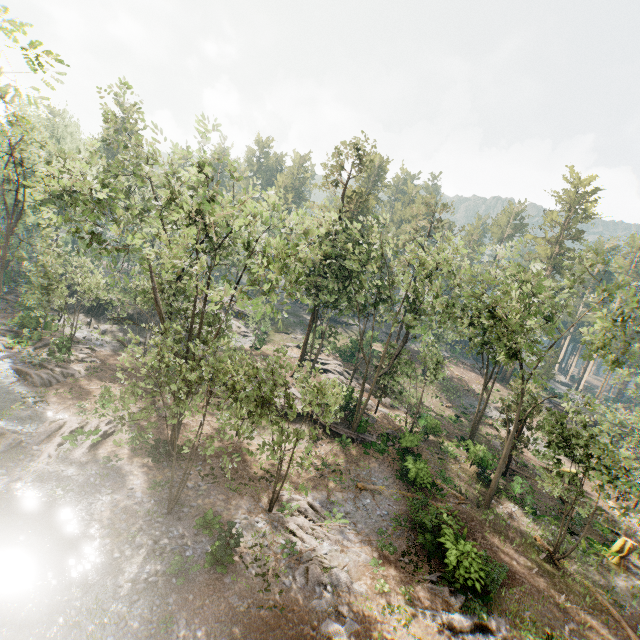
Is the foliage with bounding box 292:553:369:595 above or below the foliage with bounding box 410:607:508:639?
below

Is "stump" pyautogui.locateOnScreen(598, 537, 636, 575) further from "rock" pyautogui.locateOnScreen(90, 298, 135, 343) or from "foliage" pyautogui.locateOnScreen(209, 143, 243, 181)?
"rock" pyautogui.locateOnScreen(90, 298, 135, 343)

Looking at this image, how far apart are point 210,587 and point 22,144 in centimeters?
5873cm

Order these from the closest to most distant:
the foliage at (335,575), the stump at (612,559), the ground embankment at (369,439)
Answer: the foliage at (335,575)
the stump at (612,559)
the ground embankment at (369,439)

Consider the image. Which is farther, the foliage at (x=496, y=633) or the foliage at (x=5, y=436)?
the foliage at (x=5, y=436)

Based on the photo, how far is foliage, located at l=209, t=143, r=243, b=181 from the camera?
15.91m

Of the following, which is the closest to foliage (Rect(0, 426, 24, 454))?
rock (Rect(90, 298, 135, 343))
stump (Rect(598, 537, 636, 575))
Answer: rock (Rect(90, 298, 135, 343))

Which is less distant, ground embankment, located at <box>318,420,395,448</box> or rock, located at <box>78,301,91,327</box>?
ground embankment, located at <box>318,420,395,448</box>
